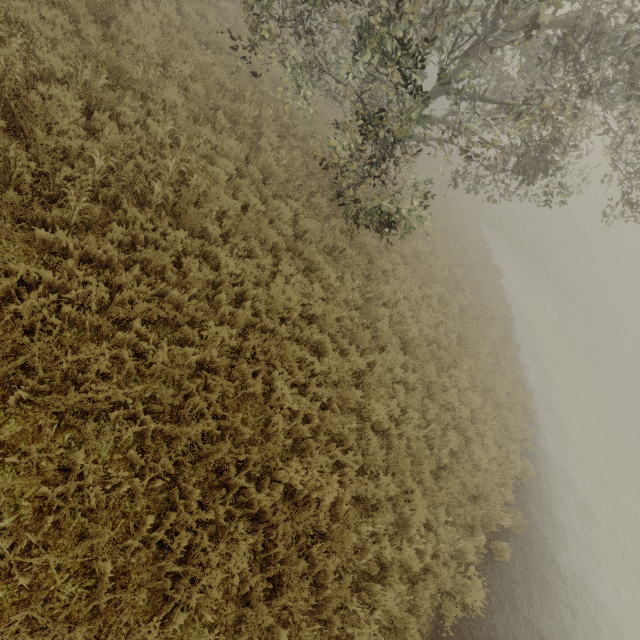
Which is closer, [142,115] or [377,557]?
[377,557]
